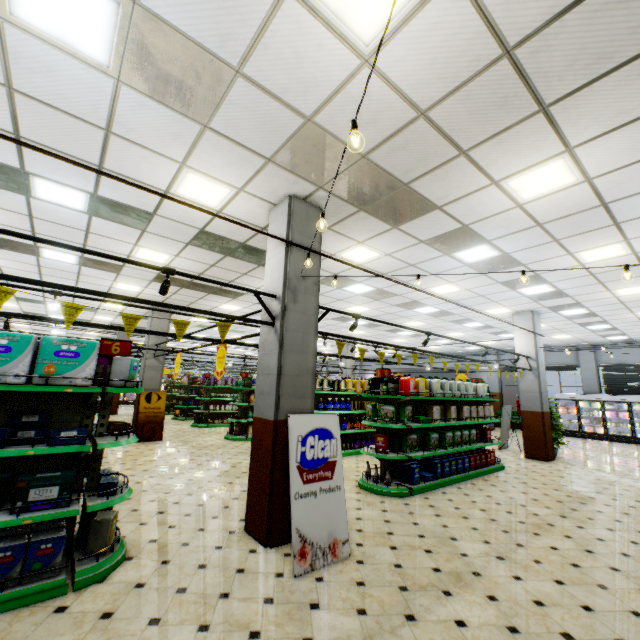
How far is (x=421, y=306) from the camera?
11.4m

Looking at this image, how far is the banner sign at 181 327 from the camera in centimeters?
389cm

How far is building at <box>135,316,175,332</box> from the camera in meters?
12.2 m

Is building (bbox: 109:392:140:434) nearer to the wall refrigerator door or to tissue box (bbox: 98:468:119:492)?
the wall refrigerator door

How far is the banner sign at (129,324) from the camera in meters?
3.6 m

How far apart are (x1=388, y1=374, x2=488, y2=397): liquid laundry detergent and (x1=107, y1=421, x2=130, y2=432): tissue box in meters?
6.5 m

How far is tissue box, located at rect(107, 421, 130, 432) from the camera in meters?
3.9

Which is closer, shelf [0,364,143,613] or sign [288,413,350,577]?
shelf [0,364,143,613]
